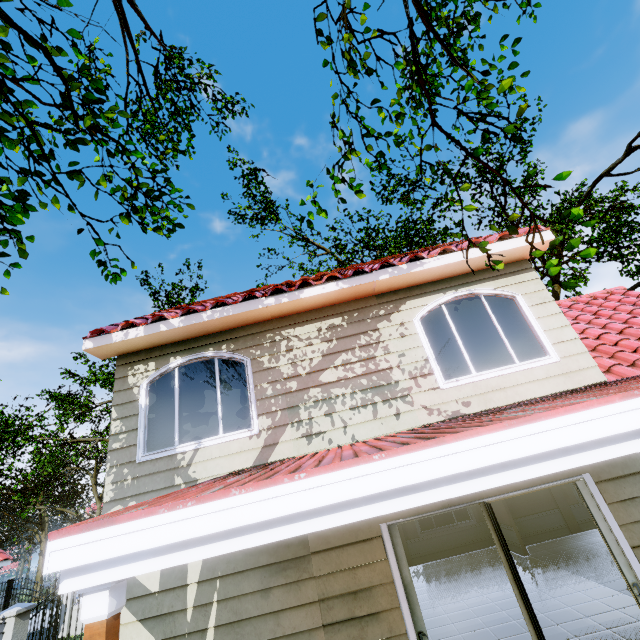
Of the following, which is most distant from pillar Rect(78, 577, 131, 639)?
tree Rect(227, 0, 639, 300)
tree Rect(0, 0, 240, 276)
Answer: tree Rect(227, 0, 639, 300)

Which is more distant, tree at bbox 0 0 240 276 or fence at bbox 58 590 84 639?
fence at bbox 58 590 84 639

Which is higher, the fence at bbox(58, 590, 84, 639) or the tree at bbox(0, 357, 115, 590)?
the tree at bbox(0, 357, 115, 590)

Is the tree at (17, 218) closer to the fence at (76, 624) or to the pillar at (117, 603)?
the fence at (76, 624)

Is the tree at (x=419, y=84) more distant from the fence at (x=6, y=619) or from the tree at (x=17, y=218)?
the tree at (x=17, y=218)

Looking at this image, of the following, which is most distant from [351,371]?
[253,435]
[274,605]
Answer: [274,605]

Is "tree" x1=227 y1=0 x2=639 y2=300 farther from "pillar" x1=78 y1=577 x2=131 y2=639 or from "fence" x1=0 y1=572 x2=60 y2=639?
"pillar" x1=78 y1=577 x2=131 y2=639

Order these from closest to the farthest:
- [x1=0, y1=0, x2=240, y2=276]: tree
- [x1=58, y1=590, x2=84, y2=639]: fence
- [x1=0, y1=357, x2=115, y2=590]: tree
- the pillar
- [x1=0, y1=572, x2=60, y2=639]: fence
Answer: the pillar < [x1=0, y1=0, x2=240, y2=276]: tree < [x1=0, y1=572, x2=60, y2=639]: fence < [x1=58, y1=590, x2=84, y2=639]: fence < [x1=0, y1=357, x2=115, y2=590]: tree
